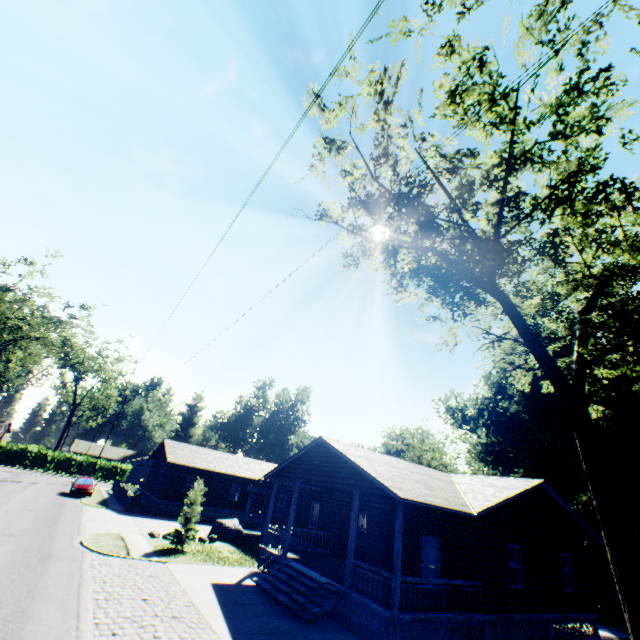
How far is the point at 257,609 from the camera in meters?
11.9

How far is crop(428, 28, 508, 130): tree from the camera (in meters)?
6.08

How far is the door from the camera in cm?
1482

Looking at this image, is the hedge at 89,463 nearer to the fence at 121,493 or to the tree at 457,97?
the fence at 121,493

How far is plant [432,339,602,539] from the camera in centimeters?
2680cm

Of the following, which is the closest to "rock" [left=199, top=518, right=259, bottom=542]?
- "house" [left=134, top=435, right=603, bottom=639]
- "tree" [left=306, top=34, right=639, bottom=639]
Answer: "house" [left=134, top=435, right=603, bottom=639]

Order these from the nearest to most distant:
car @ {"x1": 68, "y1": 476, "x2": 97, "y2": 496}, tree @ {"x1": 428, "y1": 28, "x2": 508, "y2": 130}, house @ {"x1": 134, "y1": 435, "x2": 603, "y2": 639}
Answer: Result: tree @ {"x1": 428, "y1": 28, "x2": 508, "y2": 130}, house @ {"x1": 134, "y1": 435, "x2": 603, "y2": 639}, car @ {"x1": 68, "y1": 476, "x2": 97, "y2": 496}

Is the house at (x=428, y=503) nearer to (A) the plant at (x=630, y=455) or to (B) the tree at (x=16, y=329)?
(A) the plant at (x=630, y=455)
